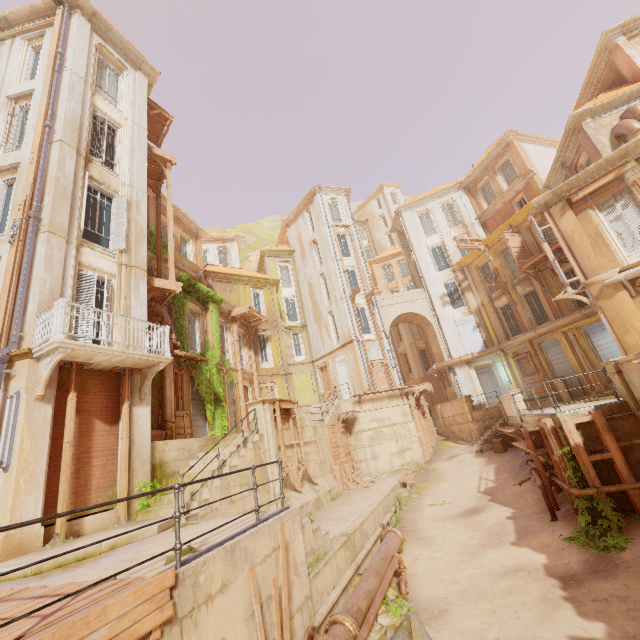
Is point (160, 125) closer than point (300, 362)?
Yes

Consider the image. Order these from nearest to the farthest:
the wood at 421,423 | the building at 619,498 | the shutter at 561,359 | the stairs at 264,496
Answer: the building at 619,498
the stairs at 264,496
the shutter at 561,359
the wood at 421,423

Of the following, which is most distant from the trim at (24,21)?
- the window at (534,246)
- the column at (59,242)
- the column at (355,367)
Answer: the window at (534,246)

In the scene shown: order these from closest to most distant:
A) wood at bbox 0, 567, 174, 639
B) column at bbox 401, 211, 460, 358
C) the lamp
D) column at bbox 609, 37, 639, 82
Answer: wood at bbox 0, 567, 174, 639, the lamp, column at bbox 609, 37, 639, 82, column at bbox 401, 211, 460, 358

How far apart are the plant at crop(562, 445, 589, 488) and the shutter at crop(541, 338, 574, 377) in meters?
14.1

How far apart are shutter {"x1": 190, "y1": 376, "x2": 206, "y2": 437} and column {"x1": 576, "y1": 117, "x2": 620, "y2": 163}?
22.7 meters

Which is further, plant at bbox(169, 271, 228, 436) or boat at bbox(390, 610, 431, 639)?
plant at bbox(169, 271, 228, 436)

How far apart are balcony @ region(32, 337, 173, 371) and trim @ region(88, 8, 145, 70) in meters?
15.4 m
